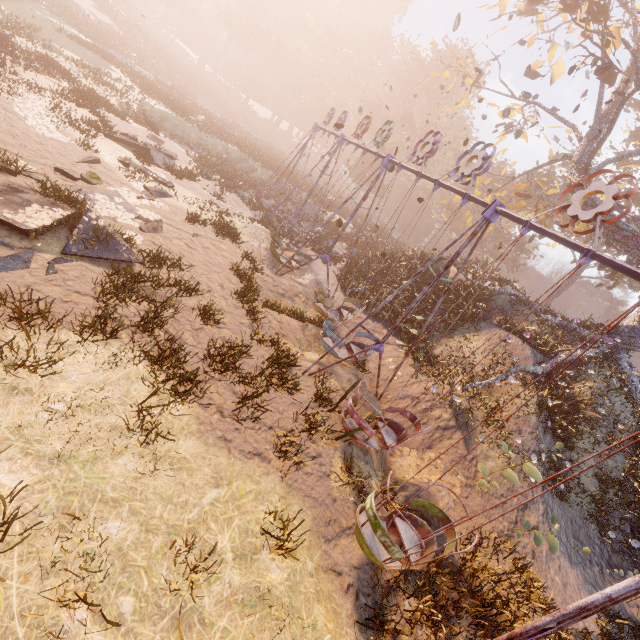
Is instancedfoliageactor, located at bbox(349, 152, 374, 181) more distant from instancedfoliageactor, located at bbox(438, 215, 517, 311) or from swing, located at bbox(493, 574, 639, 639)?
instancedfoliageactor, located at bbox(438, 215, 517, 311)

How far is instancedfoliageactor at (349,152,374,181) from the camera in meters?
43.0

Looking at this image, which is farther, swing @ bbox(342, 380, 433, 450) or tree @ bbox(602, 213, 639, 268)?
tree @ bbox(602, 213, 639, 268)

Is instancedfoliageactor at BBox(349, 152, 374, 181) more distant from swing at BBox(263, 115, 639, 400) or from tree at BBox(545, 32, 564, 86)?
tree at BBox(545, 32, 564, 86)

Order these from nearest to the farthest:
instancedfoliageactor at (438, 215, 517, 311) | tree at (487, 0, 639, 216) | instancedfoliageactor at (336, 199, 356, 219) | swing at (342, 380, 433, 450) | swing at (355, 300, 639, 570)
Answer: swing at (355, 300, 639, 570) < swing at (342, 380, 433, 450) < tree at (487, 0, 639, 216) < instancedfoliageactor at (438, 215, 517, 311) < instancedfoliageactor at (336, 199, 356, 219)

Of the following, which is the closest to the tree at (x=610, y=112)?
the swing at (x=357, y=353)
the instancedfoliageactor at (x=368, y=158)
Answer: the swing at (x=357, y=353)

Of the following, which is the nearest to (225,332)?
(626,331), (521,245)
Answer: (626,331)

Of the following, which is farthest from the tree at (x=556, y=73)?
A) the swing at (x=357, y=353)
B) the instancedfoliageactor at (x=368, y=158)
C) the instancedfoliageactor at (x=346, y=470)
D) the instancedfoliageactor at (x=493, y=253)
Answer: the instancedfoliageactor at (x=368, y=158)
